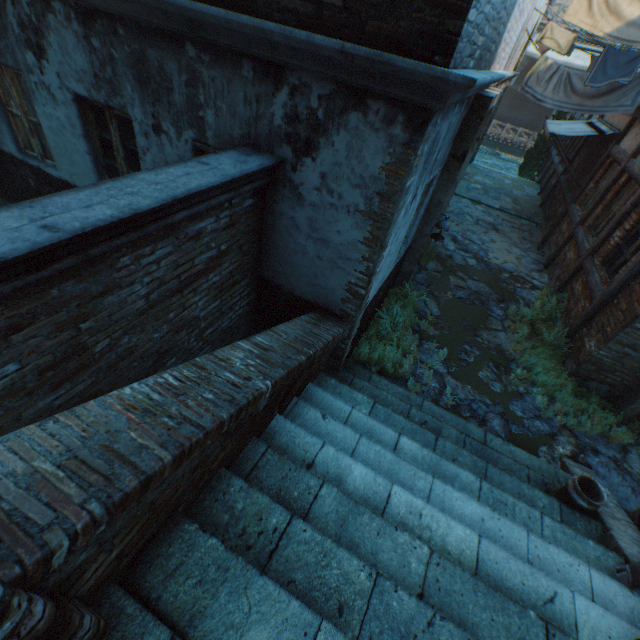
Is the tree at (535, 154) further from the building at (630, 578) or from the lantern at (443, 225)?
the lantern at (443, 225)

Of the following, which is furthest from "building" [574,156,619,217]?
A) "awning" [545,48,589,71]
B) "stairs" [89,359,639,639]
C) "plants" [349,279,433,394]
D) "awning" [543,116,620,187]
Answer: "awning" [545,48,589,71]

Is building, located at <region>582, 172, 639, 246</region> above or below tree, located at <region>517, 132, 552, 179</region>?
above

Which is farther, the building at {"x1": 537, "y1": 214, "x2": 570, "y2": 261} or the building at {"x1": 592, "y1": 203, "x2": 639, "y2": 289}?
the building at {"x1": 537, "y1": 214, "x2": 570, "y2": 261}

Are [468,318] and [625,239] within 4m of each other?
yes

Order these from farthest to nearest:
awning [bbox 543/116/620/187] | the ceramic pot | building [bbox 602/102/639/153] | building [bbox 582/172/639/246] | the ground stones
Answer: awning [bbox 543/116/620/187] → building [bbox 602/102/639/153] → building [bbox 582/172/639/246] → the ground stones → the ceramic pot

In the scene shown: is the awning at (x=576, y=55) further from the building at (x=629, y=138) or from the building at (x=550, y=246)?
the building at (x=550, y=246)

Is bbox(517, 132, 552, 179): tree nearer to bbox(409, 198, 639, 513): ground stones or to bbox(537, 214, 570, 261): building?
bbox(409, 198, 639, 513): ground stones
